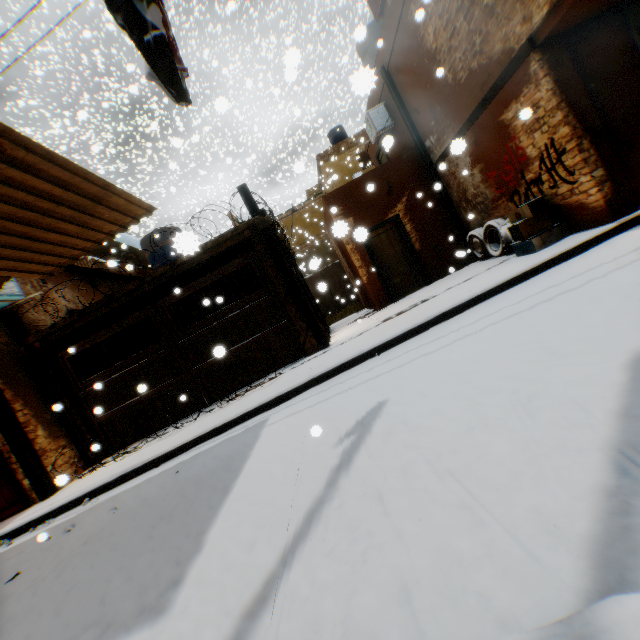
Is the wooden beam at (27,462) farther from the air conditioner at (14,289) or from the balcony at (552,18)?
the balcony at (552,18)

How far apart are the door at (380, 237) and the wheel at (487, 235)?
0.4m

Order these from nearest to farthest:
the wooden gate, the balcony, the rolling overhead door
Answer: the balcony
the rolling overhead door
the wooden gate

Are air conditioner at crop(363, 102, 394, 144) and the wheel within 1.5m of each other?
no

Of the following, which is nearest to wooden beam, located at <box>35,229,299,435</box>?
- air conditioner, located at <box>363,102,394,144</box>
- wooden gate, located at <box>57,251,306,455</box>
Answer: wooden gate, located at <box>57,251,306,455</box>

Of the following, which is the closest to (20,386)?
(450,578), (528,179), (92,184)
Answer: (92,184)

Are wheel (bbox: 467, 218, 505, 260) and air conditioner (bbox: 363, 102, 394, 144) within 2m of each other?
no

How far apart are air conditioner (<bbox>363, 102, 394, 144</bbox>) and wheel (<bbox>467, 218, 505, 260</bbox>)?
3.56m
